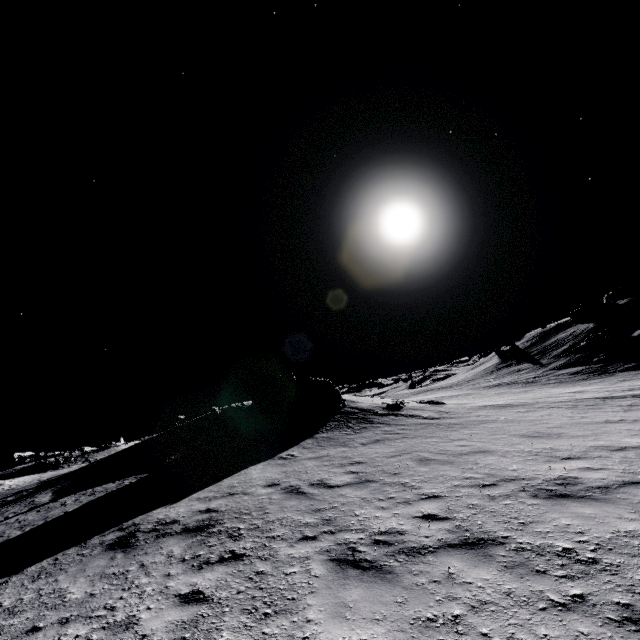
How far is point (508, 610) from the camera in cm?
A: 339

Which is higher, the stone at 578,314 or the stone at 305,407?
the stone at 578,314

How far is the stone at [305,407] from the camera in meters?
21.1

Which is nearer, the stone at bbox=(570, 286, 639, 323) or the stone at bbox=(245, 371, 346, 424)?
the stone at bbox=(245, 371, 346, 424)

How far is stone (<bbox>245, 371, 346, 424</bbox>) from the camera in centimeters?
2109cm

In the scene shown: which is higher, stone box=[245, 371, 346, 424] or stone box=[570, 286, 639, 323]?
stone box=[570, 286, 639, 323]
